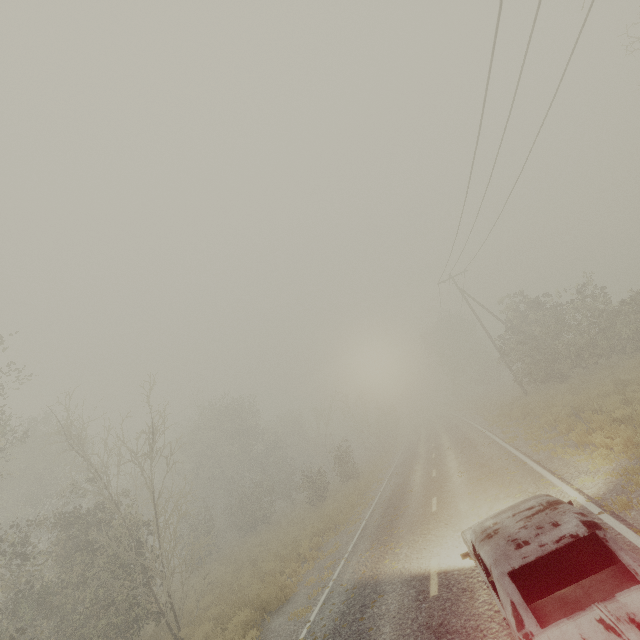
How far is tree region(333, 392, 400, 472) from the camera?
39.2m

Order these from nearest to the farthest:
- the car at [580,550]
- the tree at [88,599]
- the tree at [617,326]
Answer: the car at [580,550] < the tree at [88,599] < the tree at [617,326]

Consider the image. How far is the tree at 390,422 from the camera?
39.2 meters

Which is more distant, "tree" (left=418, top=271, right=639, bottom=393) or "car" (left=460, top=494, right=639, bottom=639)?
"tree" (left=418, top=271, right=639, bottom=393)

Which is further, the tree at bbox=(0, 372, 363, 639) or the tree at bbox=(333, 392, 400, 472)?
the tree at bbox=(333, 392, 400, 472)

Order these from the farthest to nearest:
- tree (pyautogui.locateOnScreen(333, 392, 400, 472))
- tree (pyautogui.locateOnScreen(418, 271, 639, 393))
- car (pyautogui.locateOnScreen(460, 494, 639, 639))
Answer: tree (pyautogui.locateOnScreen(333, 392, 400, 472)) → tree (pyautogui.locateOnScreen(418, 271, 639, 393)) → car (pyautogui.locateOnScreen(460, 494, 639, 639))

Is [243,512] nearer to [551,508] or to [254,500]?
[254,500]
